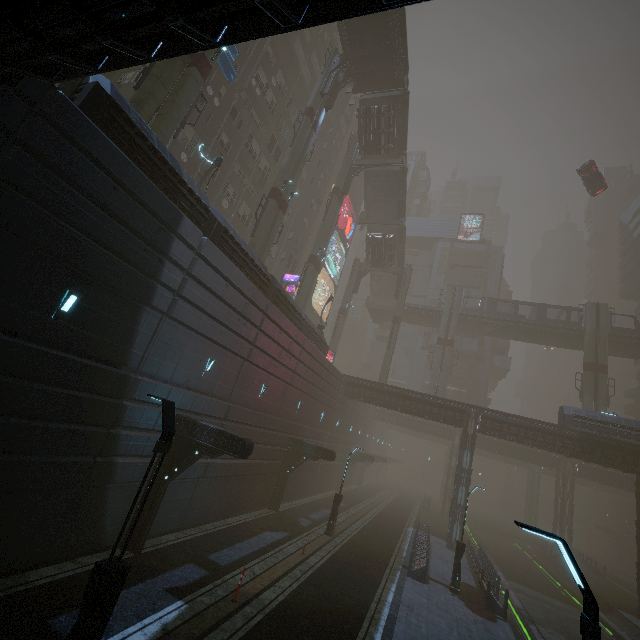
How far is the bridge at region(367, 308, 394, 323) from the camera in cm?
5097

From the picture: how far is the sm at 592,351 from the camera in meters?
36.0

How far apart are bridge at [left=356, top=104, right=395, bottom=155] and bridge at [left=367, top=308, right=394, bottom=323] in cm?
2188

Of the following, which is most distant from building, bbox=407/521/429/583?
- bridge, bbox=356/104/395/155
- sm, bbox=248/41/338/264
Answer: bridge, bbox=356/104/395/155

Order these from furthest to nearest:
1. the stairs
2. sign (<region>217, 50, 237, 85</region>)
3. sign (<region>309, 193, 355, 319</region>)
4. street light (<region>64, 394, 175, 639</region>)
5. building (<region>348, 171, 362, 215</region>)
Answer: building (<region>348, 171, 362, 215</region>)
sign (<region>309, 193, 355, 319</region>)
the stairs
sign (<region>217, 50, 237, 85</region>)
street light (<region>64, 394, 175, 639</region>)

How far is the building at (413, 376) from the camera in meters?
55.1

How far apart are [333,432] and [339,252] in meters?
31.3 m

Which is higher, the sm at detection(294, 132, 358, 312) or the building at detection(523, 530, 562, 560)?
the sm at detection(294, 132, 358, 312)
